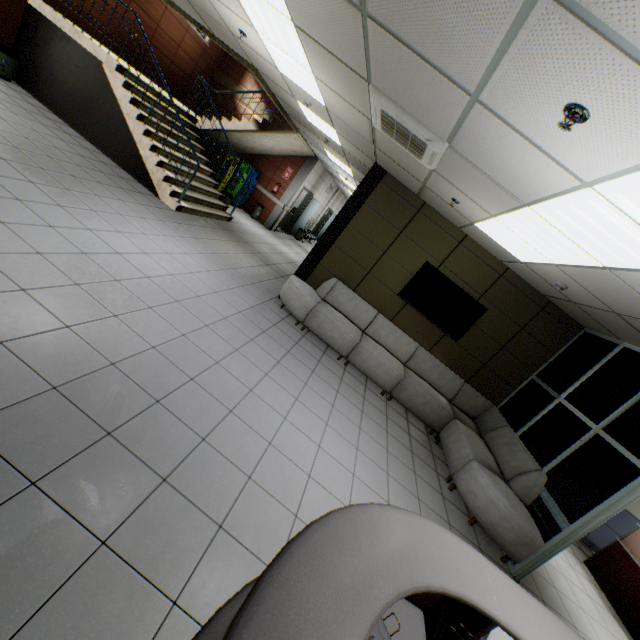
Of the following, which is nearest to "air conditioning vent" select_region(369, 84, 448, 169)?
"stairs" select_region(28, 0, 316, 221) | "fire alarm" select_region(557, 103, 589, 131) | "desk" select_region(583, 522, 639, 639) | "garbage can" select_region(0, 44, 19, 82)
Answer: "fire alarm" select_region(557, 103, 589, 131)

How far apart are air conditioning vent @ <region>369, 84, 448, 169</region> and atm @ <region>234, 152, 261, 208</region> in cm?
845

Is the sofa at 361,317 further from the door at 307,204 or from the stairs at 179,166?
the door at 307,204

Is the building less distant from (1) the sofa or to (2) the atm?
(1) the sofa

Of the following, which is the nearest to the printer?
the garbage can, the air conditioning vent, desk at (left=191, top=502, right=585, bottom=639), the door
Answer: desk at (left=191, top=502, right=585, bottom=639)

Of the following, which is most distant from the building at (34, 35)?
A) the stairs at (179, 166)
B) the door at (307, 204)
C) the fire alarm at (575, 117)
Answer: the fire alarm at (575, 117)

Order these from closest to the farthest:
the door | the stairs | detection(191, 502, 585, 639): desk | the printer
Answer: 1. detection(191, 502, 585, 639): desk
2. the printer
3. the stairs
4. the door

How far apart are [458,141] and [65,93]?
8.81m
